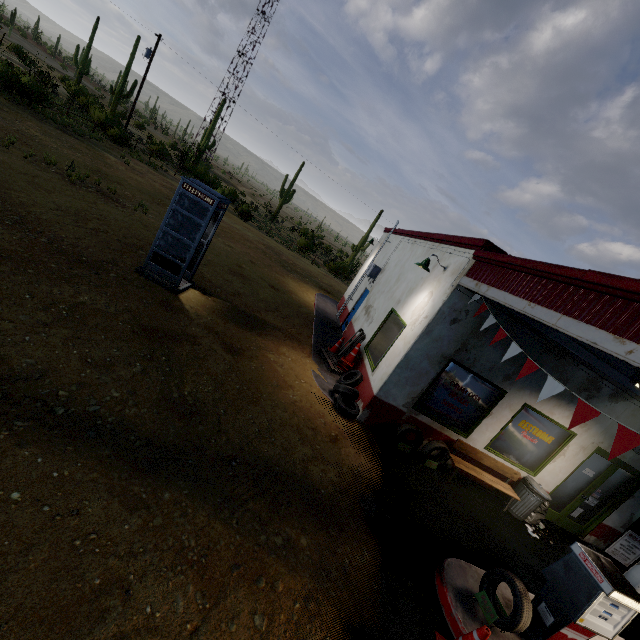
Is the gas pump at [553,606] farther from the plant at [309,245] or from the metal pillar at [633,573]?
the plant at [309,245]

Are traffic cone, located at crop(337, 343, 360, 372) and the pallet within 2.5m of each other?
yes

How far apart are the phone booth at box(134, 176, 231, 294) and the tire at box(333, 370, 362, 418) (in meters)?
4.75

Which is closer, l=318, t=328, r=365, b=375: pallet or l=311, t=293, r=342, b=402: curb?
l=311, t=293, r=342, b=402: curb

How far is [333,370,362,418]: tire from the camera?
7.74m

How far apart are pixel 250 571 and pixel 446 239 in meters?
8.2 m

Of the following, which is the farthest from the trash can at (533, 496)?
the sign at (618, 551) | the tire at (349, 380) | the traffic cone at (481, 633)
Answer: the traffic cone at (481, 633)

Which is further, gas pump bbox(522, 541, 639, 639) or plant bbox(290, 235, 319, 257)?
plant bbox(290, 235, 319, 257)
